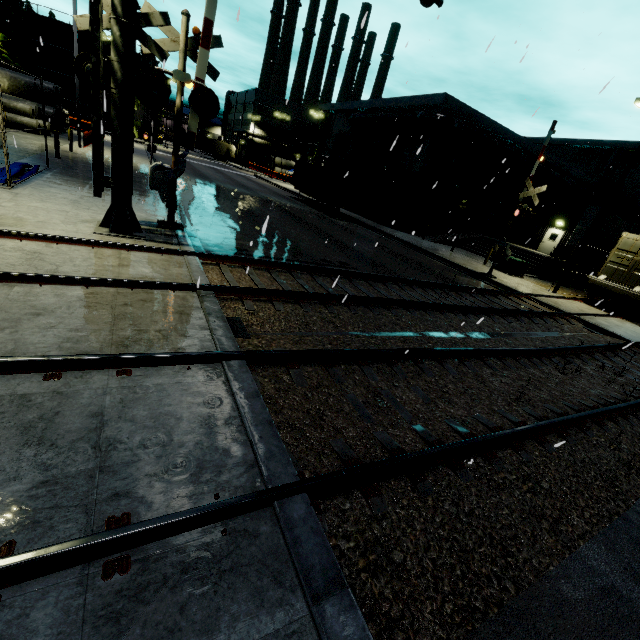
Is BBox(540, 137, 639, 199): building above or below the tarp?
above

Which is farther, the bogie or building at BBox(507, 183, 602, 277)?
building at BBox(507, 183, 602, 277)

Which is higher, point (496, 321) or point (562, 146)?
point (562, 146)

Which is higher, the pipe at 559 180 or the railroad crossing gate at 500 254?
the pipe at 559 180

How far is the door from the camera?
30.9 meters

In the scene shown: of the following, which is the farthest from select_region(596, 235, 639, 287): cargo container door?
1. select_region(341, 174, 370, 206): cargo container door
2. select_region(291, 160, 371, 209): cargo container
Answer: select_region(341, 174, 370, 206): cargo container door

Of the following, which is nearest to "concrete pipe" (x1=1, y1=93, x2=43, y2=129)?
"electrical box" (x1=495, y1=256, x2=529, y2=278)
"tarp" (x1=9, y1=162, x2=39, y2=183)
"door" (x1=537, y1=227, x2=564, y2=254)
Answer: "tarp" (x1=9, y1=162, x2=39, y2=183)

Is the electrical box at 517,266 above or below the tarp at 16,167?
above
